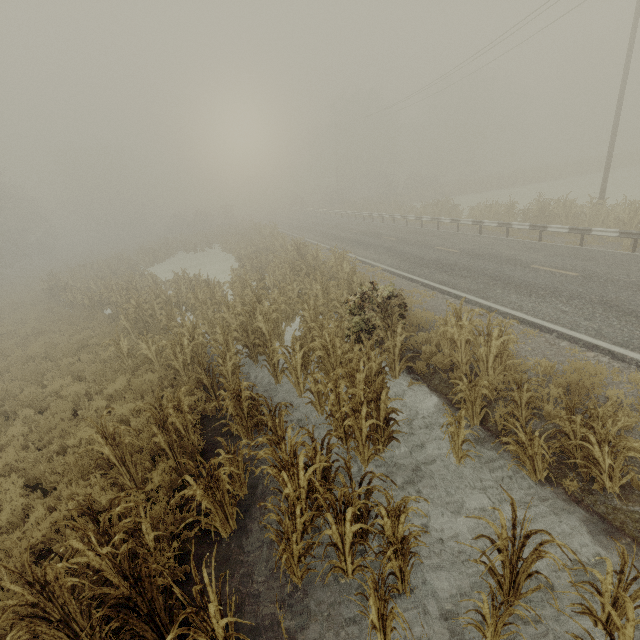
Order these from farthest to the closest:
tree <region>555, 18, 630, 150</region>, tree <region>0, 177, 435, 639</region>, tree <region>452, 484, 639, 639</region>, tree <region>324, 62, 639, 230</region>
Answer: tree <region>555, 18, 630, 150</region> → tree <region>324, 62, 639, 230</region> → tree <region>0, 177, 435, 639</region> → tree <region>452, 484, 639, 639</region>

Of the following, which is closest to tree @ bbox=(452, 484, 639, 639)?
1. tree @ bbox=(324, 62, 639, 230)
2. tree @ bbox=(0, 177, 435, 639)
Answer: tree @ bbox=(324, 62, 639, 230)

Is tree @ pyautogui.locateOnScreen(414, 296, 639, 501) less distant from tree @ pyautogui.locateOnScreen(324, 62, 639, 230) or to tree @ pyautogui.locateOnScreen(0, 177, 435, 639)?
tree @ pyautogui.locateOnScreen(324, 62, 639, 230)

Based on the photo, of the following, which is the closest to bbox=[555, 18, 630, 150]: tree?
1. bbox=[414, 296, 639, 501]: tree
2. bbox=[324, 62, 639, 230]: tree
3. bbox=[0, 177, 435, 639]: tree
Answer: bbox=[324, 62, 639, 230]: tree

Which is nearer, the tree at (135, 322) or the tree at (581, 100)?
the tree at (135, 322)

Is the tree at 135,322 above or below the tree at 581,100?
below

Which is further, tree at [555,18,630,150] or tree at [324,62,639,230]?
tree at [555,18,630,150]

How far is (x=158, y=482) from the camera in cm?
594
